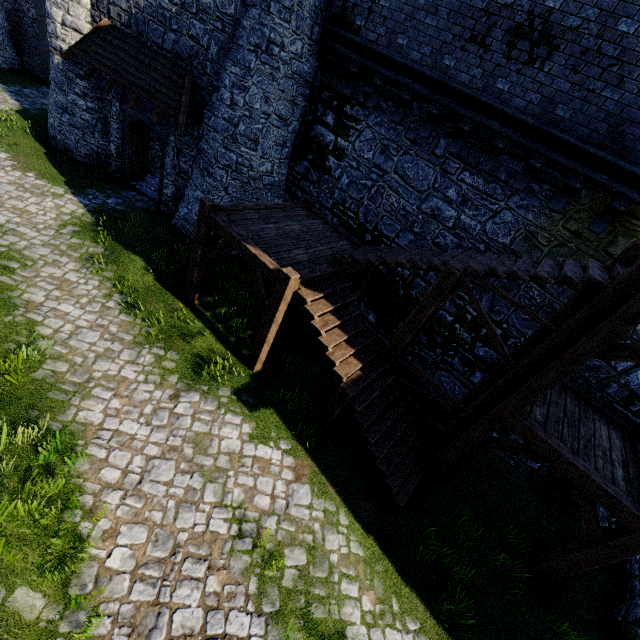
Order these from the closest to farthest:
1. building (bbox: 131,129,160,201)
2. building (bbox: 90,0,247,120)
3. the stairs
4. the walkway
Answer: the walkway
the stairs
building (bbox: 90,0,247,120)
building (bbox: 131,129,160,201)

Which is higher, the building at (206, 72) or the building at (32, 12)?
the building at (206, 72)

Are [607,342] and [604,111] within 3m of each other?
no

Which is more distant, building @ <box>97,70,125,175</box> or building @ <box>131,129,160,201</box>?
building @ <box>131,129,160,201</box>

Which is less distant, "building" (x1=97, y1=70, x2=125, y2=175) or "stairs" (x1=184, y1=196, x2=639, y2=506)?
"stairs" (x1=184, y1=196, x2=639, y2=506)

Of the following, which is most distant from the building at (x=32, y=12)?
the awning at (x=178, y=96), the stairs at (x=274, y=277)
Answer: the stairs at (x=274, y=277)

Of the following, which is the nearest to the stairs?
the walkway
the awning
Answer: the walkway
